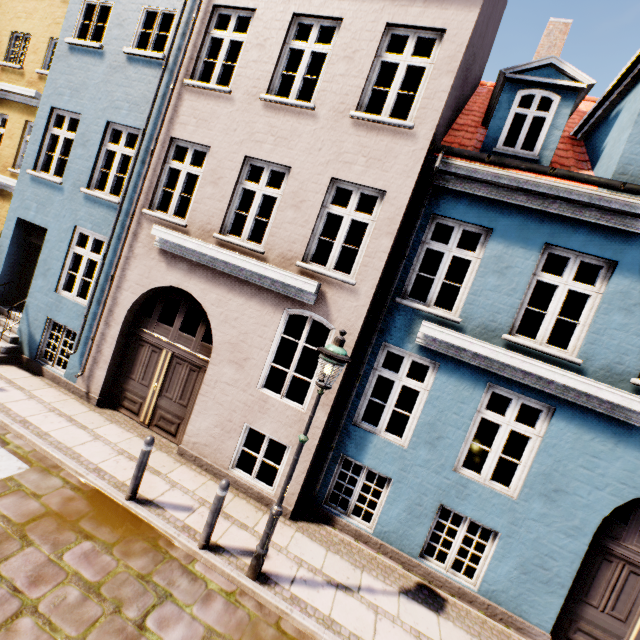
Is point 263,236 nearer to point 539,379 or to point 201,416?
point 201,416

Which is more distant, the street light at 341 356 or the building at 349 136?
the building at 349 136

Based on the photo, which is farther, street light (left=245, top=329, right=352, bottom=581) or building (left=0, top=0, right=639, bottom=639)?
building (left=0, top=0, right=639, bottom=639)

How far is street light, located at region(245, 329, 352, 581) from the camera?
4.4 meters

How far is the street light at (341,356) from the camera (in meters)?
4.39
